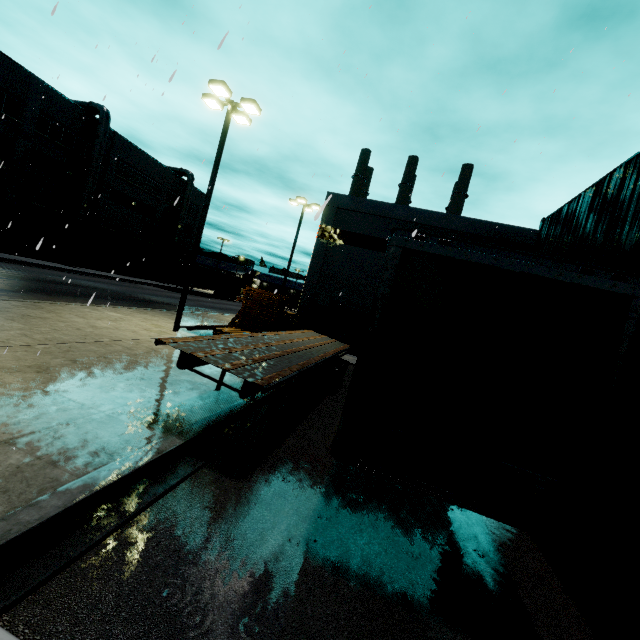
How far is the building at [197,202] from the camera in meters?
48.0

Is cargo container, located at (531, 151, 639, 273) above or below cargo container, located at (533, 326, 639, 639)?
above

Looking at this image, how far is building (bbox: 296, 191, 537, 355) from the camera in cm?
2123

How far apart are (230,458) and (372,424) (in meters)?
3.06

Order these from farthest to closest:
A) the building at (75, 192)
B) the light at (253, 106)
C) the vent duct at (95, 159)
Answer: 1. the vent duct at (95, 159)
2. the building at (75, 192)
3. the light at (253, 106)

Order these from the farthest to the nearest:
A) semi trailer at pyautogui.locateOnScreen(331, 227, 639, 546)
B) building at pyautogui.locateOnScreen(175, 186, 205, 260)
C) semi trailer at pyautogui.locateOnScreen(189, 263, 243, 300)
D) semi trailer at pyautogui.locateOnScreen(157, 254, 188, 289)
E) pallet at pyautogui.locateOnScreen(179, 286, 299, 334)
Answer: building at pyautogui.locateOnScreen(175, 186, 205, 260)
semi trailer at pyautogui.locateOnScreen(189, 263, 243, 300)
semi trailer at pyautogui.locateOnScreen(157, 254, 188, 289)
pallet at pyautogui.locateOnScreen(179, 286, 299, 334)
semi trailer at pyautogui.locateOnScreen(331, 227, 639, 546)

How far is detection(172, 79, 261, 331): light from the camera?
12.53m

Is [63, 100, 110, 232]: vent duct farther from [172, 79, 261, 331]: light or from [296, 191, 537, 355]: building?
[172, 79, 261, 331]: light
